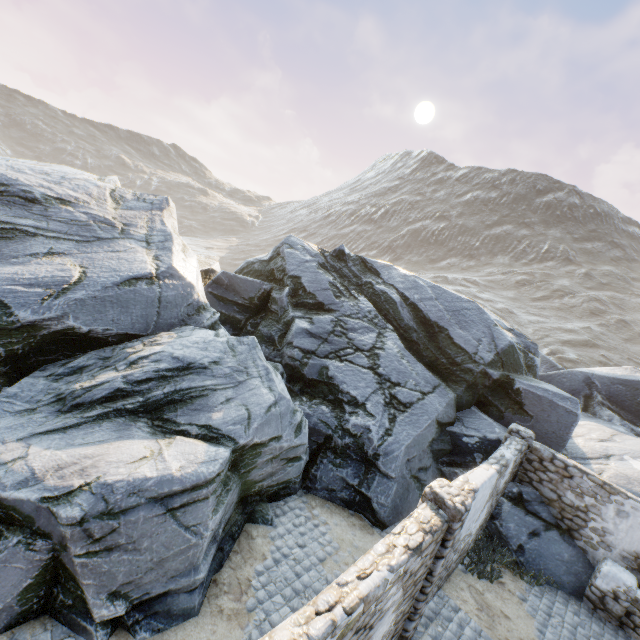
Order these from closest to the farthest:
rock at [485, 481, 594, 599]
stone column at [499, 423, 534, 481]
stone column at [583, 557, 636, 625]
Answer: stone column at [583, 557, 636, 625] < rock at [485, 481, 594, 599] < stone column at [499, 423, 534, 481]

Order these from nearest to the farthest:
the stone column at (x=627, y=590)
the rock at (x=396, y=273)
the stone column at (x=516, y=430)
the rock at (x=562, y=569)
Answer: the rock at (x=396, y=273) → the stone column at (x=627, y=590) → the rock at (x=562, y=569) → the stone column at (x=516, y=430)

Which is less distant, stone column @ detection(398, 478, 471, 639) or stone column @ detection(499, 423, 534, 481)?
stone column @ detection(398, 478, 471, 639)

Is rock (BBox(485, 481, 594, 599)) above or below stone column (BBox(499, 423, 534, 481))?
below

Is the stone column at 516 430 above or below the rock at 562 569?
above

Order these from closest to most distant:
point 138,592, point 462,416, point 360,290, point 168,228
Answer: point 138,592
point 462,416
point 168,228
point 360,290

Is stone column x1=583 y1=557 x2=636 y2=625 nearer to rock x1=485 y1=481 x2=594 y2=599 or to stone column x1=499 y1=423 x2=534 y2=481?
rock x1=485 y1=481 x2=594 y2=599

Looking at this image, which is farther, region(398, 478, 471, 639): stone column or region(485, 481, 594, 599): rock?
region(485, 481, 594, 599): rock
